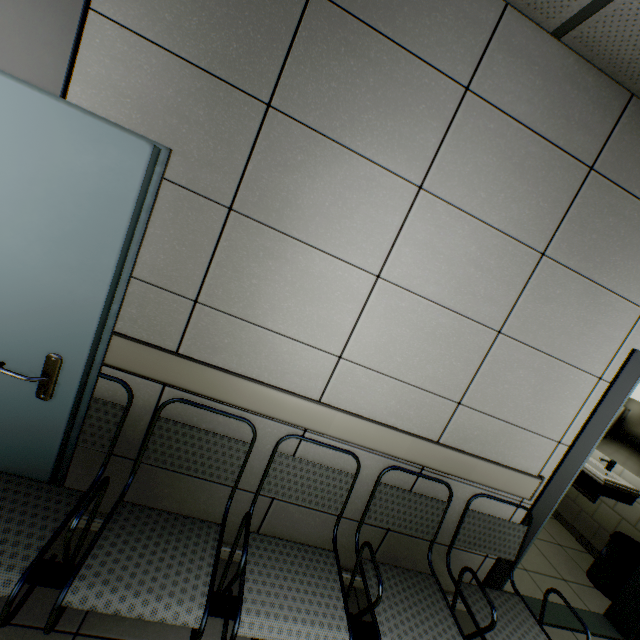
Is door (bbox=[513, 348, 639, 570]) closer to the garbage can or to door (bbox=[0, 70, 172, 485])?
the garbage can

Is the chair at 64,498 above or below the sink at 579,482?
below

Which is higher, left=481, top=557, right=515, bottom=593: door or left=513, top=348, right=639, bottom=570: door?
left=513, top=348, right=639, bottom=570: door

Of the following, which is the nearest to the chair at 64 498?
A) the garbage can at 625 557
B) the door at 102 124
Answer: the door at 102 124

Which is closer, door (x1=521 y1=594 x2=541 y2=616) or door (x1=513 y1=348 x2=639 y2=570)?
door (x1=513 y1=348 x2=639 y2=570)

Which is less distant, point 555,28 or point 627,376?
point 555,28

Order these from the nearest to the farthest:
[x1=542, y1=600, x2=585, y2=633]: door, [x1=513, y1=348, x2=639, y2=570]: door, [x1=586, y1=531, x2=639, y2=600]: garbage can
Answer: [x1=513, y1=348, x2=639, y2=570]: door < [x1=542, y1=600, x2=585, y2=633]: door < [x1=586, y1=531, x2=639, y2=600]: garbage can
